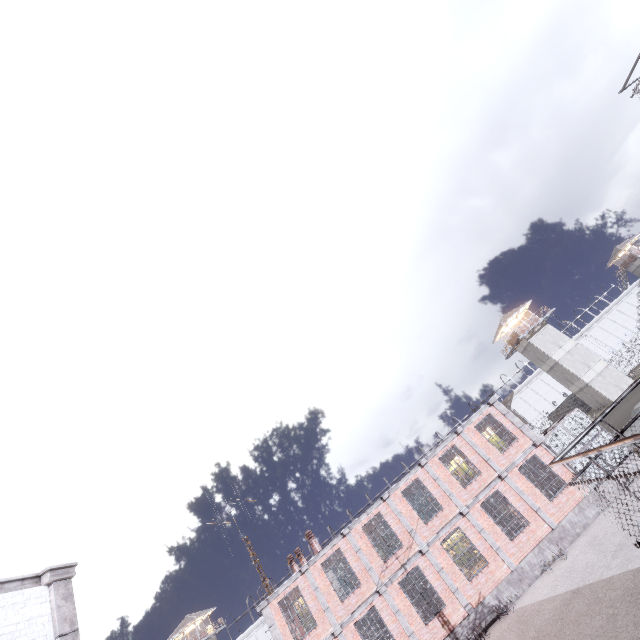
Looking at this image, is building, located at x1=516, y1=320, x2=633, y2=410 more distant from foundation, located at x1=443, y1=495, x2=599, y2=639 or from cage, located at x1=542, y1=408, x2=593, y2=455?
foundation, located at x1=443, y1=495, x2=599, y2=639

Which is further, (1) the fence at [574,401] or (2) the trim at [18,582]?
(1) the fence at [574,401]

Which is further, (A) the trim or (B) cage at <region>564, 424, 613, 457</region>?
(B) cage at <region>564, 424, 613, 457</region>

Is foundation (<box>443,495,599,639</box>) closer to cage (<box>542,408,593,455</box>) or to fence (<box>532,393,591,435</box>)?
cage (<box>542,408,593,455</box>)

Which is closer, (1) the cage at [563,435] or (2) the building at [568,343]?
(1) the cage at [563,435]

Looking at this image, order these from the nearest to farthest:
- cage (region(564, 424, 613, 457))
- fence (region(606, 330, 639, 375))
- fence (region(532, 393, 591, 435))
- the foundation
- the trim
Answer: the trim
the foundation
cage (region(564, 424, 613, 457))
fence (region(532, 393, 591, 435))
fence (region(606, 330, 639, 375))

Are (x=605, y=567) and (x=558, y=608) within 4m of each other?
yes

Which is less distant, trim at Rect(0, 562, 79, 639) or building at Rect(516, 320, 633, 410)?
trim at Rect(0, 562, 79, 639)
